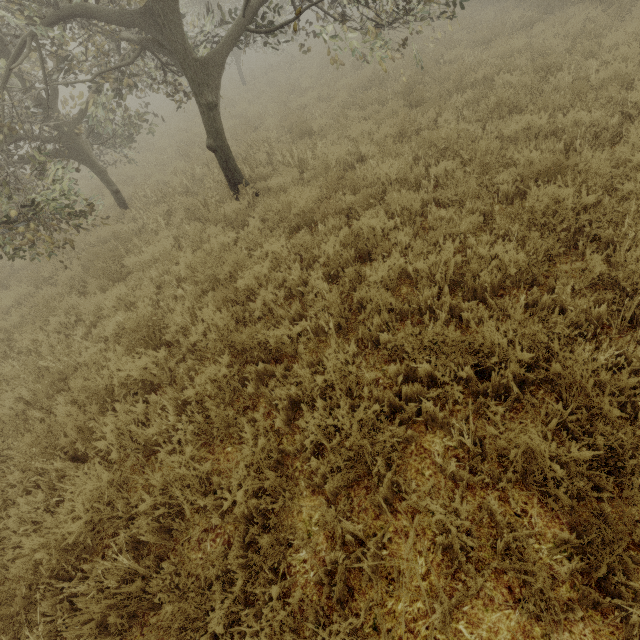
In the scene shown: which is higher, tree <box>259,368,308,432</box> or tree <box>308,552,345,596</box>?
tree <box>308,552,345,596</box>

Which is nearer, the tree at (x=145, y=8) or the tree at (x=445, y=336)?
the tree at (x=445, y=336)

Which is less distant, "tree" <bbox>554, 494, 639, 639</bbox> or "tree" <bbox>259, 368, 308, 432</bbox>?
"tree" <bbox>554, 494, 639, 639</bbox>

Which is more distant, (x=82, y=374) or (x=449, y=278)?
(x=82, y=374)

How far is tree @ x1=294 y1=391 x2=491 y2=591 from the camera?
2.20m

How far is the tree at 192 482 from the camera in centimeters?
283cm
